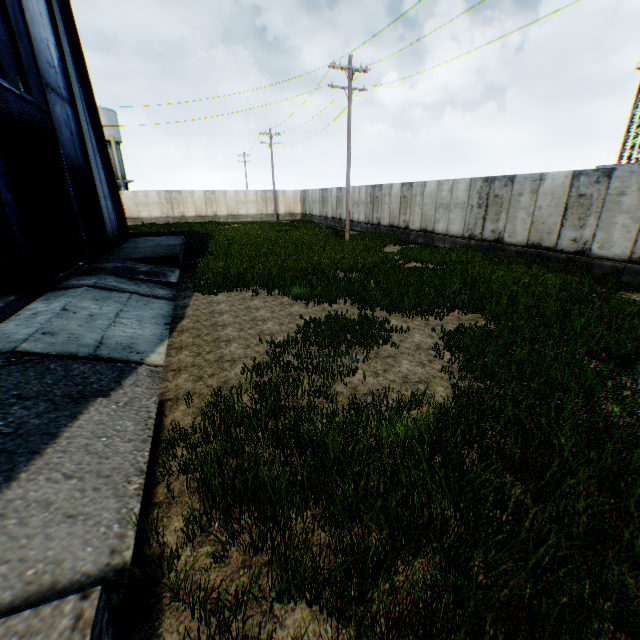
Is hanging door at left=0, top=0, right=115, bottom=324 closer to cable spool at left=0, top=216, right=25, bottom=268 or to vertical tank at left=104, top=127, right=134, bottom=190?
cable spool at left=0, top=216, right=25, bottom=268

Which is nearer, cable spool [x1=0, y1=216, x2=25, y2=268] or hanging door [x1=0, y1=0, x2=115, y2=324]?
hanging door [x1=0, y1=0, x2=115, y2=324]

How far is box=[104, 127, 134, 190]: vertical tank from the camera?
37.81m

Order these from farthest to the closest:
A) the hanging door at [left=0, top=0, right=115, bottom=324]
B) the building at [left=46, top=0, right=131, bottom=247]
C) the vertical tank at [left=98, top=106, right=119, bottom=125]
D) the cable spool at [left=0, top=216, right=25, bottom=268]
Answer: the vertical tank at [left=98, top=106, right=119, bottom=125] < the building at [left=46, top=0, right=131, bottom=247] < the cable spool at [left=0, top=216, right=25, bottom=268] < the hanging door at [left=0, top=0, right=115, bottom=324]

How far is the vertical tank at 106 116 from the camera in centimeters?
3669cm

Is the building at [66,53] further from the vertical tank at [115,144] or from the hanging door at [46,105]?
the vertical tank at [115,144]

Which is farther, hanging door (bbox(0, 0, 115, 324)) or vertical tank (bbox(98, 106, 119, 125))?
vertical tank (bbox(98, 106, 119, 125))

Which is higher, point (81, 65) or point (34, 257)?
point (81, 65)
